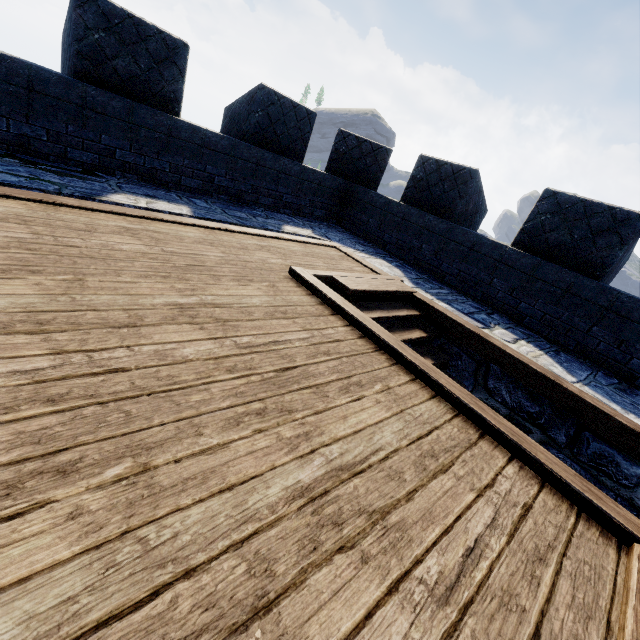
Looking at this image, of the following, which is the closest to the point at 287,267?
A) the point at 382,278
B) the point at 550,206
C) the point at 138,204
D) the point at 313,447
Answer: the point at 382,278
